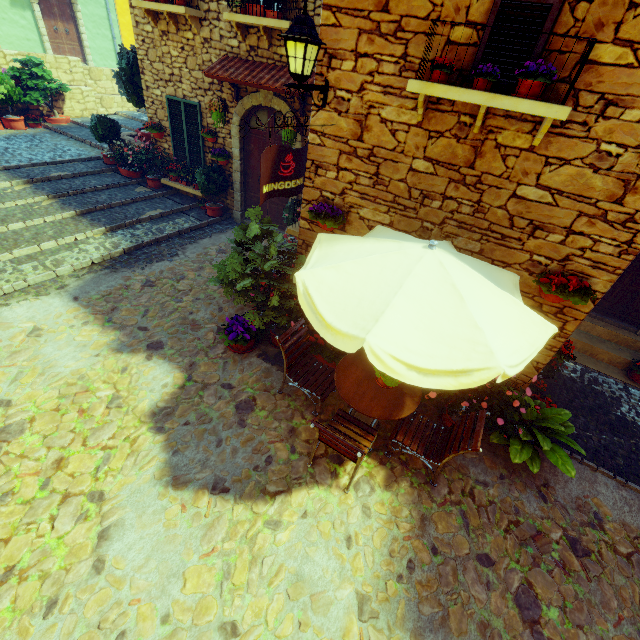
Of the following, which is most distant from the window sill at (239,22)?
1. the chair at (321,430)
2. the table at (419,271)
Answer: the chair at (321,430)

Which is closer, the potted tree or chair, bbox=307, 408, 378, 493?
chair, bbox=307, 408, 378, 493

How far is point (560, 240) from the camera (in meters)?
3.79

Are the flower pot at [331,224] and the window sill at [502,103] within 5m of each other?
yes

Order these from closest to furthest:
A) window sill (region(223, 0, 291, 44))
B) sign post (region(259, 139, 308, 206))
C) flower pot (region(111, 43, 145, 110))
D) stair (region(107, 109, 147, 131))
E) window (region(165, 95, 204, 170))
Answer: sign post (region(259, 139, 308, 206))
window sill (region(223, 0, 291, 44))
window (region(165, 95, 204, 170))
flower pot (region(111, 43, 145, 110))
stair (region(107, 109, 147, 131))

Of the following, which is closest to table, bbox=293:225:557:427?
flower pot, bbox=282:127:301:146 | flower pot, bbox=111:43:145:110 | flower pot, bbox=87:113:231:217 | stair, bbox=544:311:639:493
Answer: stair, bbox=544:311:639:493

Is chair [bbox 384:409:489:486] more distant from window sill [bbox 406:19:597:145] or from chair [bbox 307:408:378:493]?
window sill [bbox 406:19:597:145]

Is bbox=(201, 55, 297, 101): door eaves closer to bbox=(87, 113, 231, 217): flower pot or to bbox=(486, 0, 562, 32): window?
bbox=(486, 0, 562, 32): window
